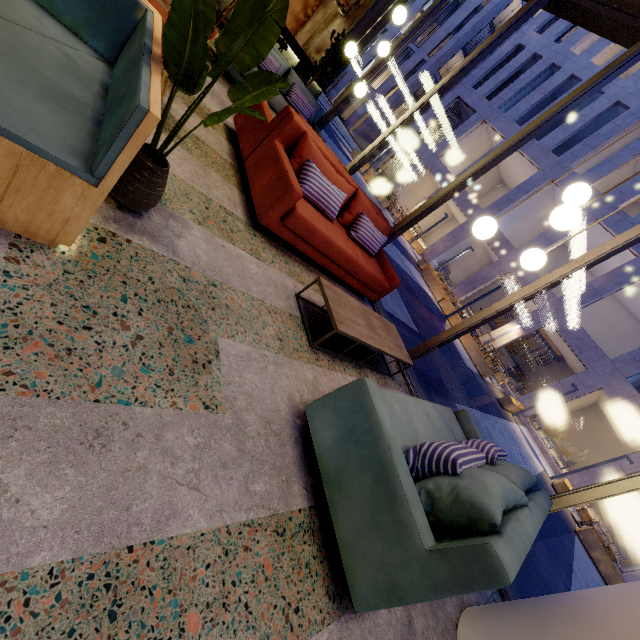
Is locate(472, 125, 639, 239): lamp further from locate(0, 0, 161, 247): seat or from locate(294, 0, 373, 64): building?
locate(0, 0, 161, 247): seat

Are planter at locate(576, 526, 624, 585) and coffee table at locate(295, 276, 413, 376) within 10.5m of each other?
no

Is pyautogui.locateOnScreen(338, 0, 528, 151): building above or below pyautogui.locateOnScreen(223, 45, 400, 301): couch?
above

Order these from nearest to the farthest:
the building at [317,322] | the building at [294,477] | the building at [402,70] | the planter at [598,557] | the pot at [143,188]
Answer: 1. the building at [294,477]
2. the pot at [143,188]
3. the building at [317,322]
4. the planter at [598,557]
5. the building at [402,70]

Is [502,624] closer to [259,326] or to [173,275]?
[259,326]

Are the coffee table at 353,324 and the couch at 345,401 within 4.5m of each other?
yes

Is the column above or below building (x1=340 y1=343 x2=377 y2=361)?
above

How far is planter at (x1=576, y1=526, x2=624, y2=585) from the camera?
10.3 meters
